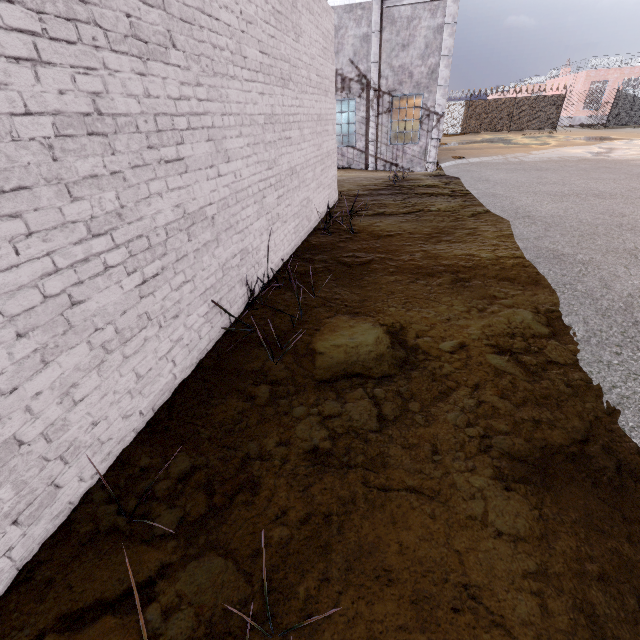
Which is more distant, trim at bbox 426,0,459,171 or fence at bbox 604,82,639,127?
fence at bbox 604,82,639,127

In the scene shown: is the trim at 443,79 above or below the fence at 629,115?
above

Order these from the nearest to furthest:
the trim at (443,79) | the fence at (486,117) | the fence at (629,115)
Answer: the trim at (443,79) < the fence at (629,115) < the fence at (486,117)

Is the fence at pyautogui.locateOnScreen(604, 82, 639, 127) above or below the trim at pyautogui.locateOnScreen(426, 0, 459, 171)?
below

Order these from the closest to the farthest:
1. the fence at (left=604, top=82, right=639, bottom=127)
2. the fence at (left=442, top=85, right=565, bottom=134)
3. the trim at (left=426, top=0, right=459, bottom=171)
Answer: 1. the trim at (left=426, top=0, right=459, bottom=171)
2. the fence at (left=604, top=82, right=639, bottom=127)
3. the fence at (left=442, top=85, right=565, bottom=134)

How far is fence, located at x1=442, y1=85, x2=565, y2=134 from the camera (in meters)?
29.59

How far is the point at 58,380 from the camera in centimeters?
188cm

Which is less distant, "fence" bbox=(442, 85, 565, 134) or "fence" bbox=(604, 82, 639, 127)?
"fence" bbox=(604, 82, 639, 127)
